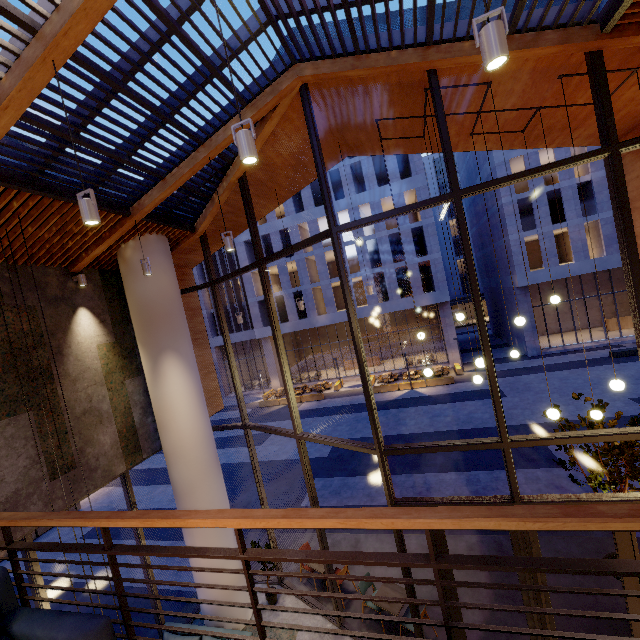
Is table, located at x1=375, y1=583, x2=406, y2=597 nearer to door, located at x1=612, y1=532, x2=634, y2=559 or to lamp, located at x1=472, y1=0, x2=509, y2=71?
door, located at x1=612, y1=532, x2=634, y2=559

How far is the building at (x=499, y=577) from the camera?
7.70m

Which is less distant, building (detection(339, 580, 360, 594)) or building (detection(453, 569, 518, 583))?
building (detection(453, 569, 518, 583))

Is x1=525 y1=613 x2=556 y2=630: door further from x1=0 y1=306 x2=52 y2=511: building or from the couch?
the couch

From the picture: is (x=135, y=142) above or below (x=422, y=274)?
above

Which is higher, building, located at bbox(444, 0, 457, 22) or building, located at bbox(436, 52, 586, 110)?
building, located at bbox(444, 0, 457, 22)

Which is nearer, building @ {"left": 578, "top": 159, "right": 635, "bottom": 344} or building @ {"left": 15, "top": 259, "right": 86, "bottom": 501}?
building @ {"left": 15, "top": 259, "right": 86, "bottom": 501}
